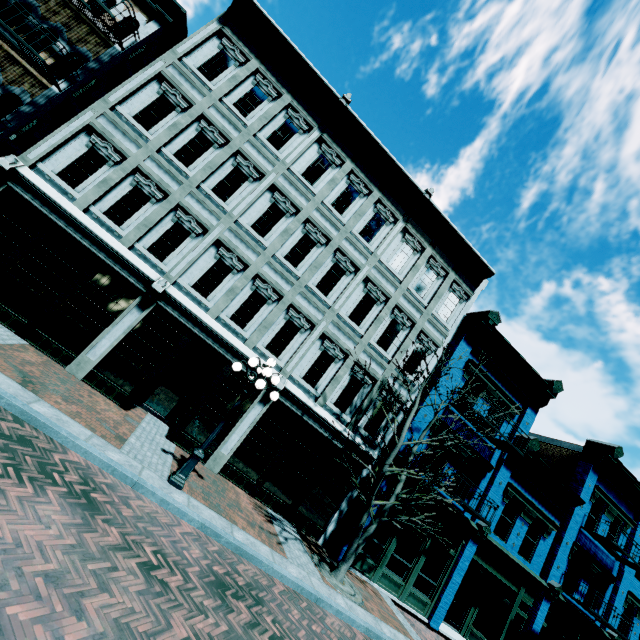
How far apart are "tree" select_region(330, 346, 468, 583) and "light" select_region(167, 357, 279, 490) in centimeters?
386cm

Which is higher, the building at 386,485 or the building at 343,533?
the building at 386,485

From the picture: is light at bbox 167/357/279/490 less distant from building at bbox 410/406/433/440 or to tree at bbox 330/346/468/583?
tree at bbox 330/346/468/583

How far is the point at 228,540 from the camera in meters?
6.9

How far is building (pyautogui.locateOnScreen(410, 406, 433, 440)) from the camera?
12.6m

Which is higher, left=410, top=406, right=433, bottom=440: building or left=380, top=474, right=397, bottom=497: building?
left=410, top=406, right=433, bottom=440: building

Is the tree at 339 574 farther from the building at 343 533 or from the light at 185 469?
the light at 185 469
